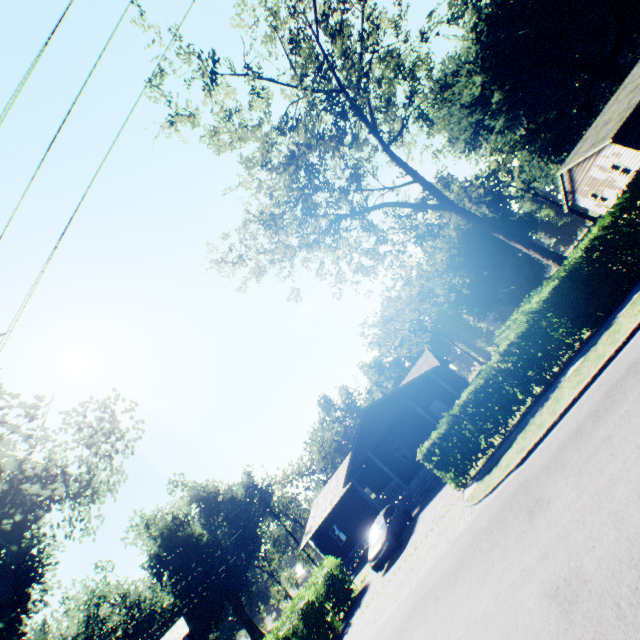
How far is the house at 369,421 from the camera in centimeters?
2303cm

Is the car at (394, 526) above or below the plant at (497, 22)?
below

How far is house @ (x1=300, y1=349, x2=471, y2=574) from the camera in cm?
2303

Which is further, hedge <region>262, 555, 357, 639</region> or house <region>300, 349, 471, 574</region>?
house <region>300, 349, 471, 574</region>

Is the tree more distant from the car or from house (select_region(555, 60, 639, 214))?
the car

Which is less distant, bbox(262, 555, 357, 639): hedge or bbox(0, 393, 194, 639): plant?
bbox(0, 393, 194, 639): plant

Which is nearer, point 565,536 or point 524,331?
point 565,536

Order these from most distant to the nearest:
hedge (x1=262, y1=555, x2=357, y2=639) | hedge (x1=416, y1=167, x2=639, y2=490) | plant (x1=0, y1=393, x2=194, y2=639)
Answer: hedge (x1=262, y1=555, x2=357, y2=639) < hedge (x1=416, y1=167, x2=639, y2=490) < plant (x1=0, y1=393, x2=194, y2=639)
